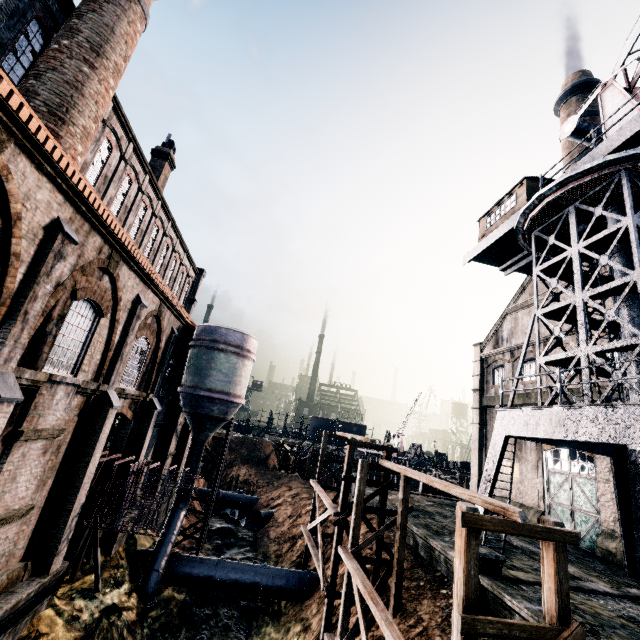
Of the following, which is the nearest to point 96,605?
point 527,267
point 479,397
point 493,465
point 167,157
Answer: point 493,465

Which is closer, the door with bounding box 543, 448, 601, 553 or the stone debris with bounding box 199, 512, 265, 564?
the door with bounding box 543, 448, 601, 553

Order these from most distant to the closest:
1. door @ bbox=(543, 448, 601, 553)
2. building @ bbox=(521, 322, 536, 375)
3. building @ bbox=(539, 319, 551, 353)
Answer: building @ bbox=(521, 322, 536, 375)
building @ bbox=(539, 319, 551, 353)
door @ bbox=(543, 448, 601, 553)

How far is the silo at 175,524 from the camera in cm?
1958

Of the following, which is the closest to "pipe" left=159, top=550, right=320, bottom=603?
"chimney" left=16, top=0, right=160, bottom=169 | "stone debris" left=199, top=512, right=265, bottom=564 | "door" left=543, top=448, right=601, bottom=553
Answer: A: "stone debris" left=199, top=512, right=265, bottom=564

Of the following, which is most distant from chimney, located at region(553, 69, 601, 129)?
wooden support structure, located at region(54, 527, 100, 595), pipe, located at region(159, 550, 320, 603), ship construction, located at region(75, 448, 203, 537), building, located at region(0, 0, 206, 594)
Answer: wooden support structure, located at region(54, 527, 100, 595)

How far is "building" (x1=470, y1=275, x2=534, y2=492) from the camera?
29.52m

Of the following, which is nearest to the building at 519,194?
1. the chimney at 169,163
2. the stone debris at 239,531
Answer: the chimney at 169,163
